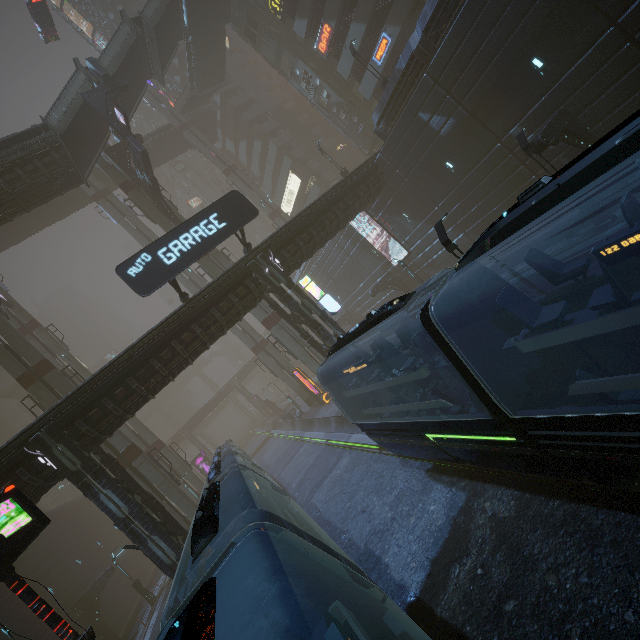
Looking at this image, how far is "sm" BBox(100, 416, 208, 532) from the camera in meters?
23.0

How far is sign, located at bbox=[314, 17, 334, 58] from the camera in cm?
2981

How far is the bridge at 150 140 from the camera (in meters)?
45.53

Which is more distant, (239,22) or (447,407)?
(239,22)

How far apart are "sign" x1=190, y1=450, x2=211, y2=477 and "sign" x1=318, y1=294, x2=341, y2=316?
39.8 meters

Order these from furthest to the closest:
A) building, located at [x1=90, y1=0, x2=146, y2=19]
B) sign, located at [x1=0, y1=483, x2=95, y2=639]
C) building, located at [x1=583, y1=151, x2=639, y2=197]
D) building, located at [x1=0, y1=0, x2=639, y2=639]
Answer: building, located at [x1=90, y1=0, x2=146, y2=19] → building, located at [x1=583, y1=151, x2=639, y2=197] → building, located at [x1=0, y1=0, x2=639, y2=639] → sign, located at [x1=0, y1=483, x2=95, y2=639]

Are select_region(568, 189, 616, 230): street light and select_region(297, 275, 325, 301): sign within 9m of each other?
no

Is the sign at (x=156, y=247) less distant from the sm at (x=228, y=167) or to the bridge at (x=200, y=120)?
the bridge at (x=200, y=120)
